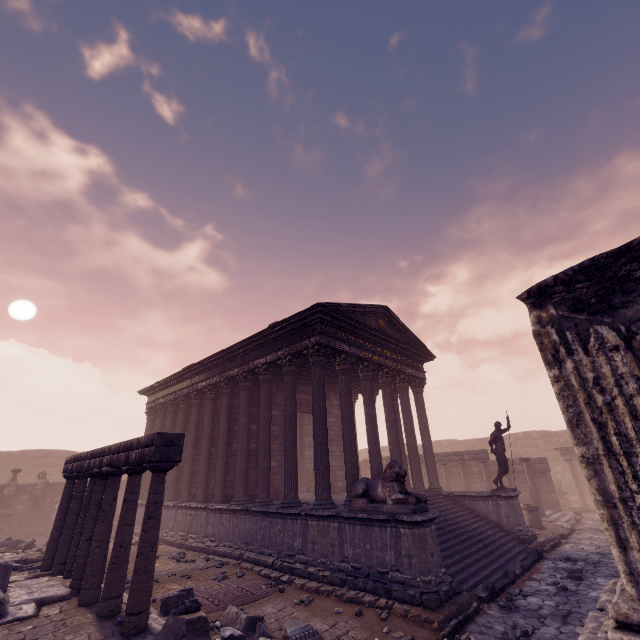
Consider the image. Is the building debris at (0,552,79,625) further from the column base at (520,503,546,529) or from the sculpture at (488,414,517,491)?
the column base at (520,503,546,529)

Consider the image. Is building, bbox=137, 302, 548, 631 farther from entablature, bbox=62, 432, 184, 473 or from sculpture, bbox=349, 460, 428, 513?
entablature, bbox=62, 432, 184, 473

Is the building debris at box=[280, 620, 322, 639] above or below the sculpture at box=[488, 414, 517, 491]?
below

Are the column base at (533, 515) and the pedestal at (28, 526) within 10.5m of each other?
no

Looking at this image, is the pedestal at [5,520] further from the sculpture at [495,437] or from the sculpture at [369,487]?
the sculpture at [495,437]

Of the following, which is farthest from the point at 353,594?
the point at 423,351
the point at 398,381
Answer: the point at 423,351

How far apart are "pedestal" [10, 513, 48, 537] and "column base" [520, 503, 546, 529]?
24.65m

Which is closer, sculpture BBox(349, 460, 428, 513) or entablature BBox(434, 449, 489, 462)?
sculpture BBox(349, 460, 428, 513)
